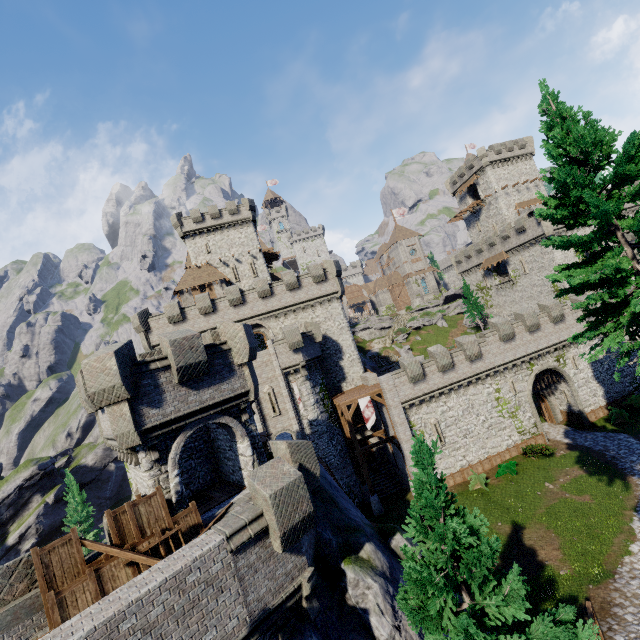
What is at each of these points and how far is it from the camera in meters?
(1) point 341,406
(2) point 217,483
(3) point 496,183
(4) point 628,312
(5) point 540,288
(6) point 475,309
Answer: (1) walkway, 28.0
(2) building tower, 17.2
(3) building, 55.3
(4) tree, 11.1
(5) building tower, 46.3
(6) tree, 55.2

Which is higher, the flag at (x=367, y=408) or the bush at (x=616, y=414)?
the flag at (x=367, y=408)

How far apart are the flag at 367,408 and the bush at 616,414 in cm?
2192

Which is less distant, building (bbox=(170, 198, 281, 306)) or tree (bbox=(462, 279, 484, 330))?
building (bbox=(170, 198, 281, 306))

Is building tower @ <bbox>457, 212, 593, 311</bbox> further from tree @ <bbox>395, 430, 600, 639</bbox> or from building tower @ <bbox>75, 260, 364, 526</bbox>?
A: building tower @ <bbox>75, 260, 364, 526</bbox>

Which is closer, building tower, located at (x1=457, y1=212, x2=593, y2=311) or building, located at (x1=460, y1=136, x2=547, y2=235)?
building tower, located at (x1=457, y1=212, x2=593, y2=311)

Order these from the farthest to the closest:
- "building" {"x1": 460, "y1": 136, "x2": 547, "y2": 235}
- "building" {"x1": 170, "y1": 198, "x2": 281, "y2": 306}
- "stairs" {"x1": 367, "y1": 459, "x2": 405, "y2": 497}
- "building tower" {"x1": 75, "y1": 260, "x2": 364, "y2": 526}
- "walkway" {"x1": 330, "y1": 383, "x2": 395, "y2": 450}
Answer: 1. "building" {"x1": 460, "y1": 136, "x2": 547, "y2": 235}
2. "building" {"x1": 170, "y1": 198, "x2": 281, "y2": 306}
3. "stairs" {"x1": 367, "y1": 459, "x2": 405, "y2": 497}
4. "walkway" {"x1": 330, "y1": 383, "x2": 395, "y2": 450}
5. "building tower" {"x1": 75, "y1": 260, "x2": 364, "y2": 526}

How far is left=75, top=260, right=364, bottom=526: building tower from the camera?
12.2 meters
